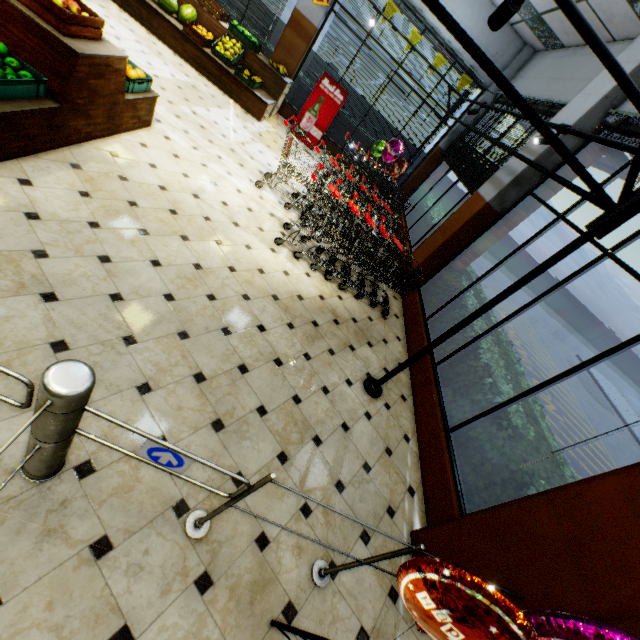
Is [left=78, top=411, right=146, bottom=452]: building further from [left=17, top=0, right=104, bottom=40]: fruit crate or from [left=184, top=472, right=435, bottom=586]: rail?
[left=17, top=0, right=104, bottom=40]: fruit crate

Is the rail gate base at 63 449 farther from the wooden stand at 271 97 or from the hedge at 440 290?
the wooden stand at 271 97

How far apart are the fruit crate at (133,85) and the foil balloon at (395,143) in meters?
6.4 m

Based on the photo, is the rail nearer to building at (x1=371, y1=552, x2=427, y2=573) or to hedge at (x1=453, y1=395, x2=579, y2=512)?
building at (x1=371, y1=552, x2=427, y2=573)

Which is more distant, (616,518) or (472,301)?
(472,301)

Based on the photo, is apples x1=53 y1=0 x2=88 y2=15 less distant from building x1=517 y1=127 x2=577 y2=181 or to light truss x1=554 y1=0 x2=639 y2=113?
building x1=517 y1=127 x2=577 y2=181

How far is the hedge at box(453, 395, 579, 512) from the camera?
2.99m

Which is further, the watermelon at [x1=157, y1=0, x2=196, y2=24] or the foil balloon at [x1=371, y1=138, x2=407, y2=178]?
the foil balloon at [x1=371, y1=138, x2=407, y2=178]
